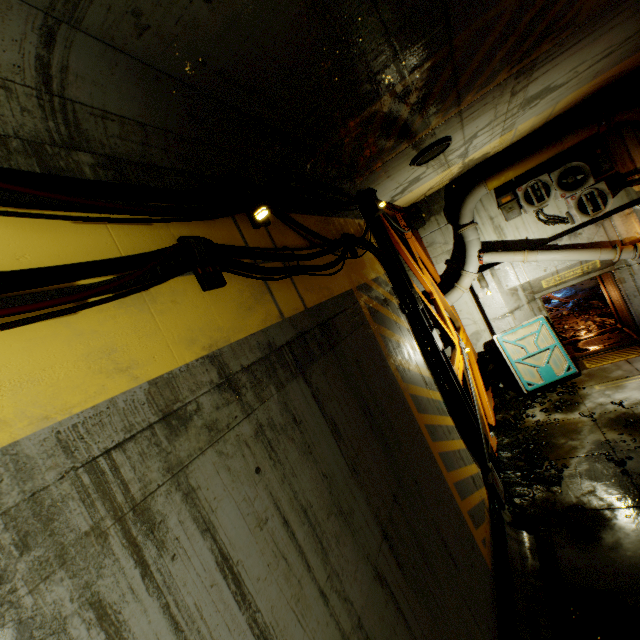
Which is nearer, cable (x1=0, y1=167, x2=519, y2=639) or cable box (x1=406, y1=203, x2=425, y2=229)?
cable (x1=0, y1=167, x2=519, y2=639)

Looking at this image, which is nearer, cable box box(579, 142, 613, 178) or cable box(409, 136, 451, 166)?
cable box(409, 136, 451, 166)

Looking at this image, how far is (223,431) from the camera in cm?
191

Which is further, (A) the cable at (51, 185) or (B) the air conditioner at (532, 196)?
(B) the air conditioner at (532, 196)

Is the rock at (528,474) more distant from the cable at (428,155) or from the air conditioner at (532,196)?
the air conditioner at (532,196)

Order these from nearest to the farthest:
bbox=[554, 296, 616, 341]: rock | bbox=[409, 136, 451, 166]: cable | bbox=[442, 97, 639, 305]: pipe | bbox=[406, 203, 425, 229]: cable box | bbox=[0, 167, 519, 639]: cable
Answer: bbox=[0, 167, 519, 639]: cable, bbox=[409, 136, 451, 166]: cable, bbox=[442, 97, 639, 305]: pipe, bbox=[406, 203, 425, 229]: cable box, bbox=[554, 296, 616, 341]: rock

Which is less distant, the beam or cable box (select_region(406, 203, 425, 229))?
the beam

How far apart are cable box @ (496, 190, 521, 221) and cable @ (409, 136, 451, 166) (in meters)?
4.35
